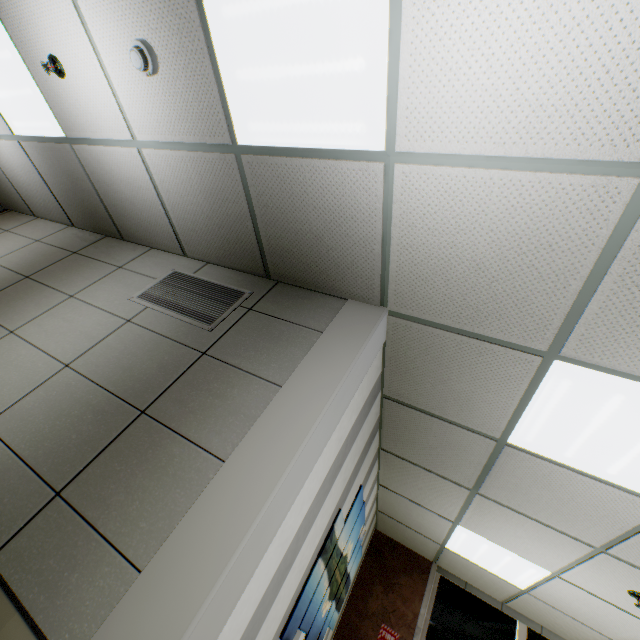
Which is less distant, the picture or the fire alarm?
the fire alarm

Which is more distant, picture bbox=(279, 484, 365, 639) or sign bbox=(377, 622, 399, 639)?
sign bbox=(377, 622, 399, 639)

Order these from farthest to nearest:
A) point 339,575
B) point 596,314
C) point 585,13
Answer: point 339,575, point 596,314, point 585,13

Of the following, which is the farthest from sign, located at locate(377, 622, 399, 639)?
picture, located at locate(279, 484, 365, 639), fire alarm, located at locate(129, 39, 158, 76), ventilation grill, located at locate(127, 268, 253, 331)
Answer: fire alarm, located at locate(129, 39, 158, 76)

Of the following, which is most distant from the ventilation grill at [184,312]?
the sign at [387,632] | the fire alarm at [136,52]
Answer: the sign at [387,632]

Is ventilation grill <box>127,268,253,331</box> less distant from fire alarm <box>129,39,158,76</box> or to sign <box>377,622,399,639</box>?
fire alarm <box>129,39,158,76</box>

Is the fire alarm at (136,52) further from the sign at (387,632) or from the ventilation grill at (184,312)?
the sign at (387,632)

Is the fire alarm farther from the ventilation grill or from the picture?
the picture
